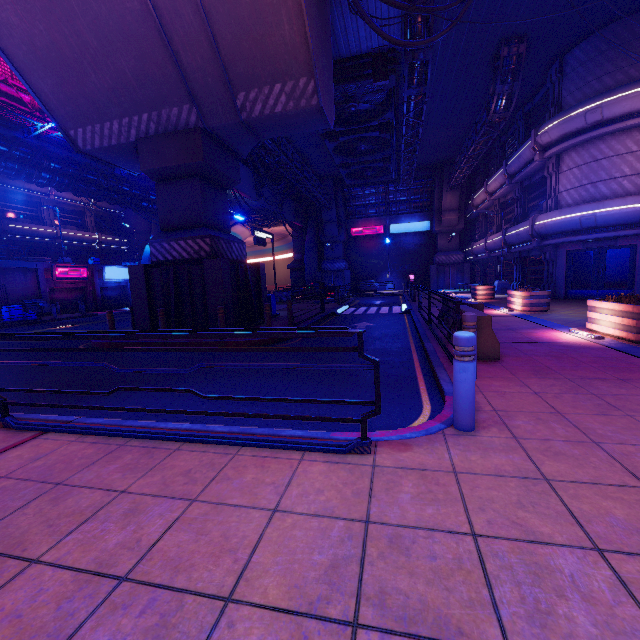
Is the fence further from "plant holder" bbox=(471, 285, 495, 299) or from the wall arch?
the wall arch

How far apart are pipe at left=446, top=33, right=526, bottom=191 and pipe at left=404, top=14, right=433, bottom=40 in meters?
3.4

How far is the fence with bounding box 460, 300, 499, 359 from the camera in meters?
6.2

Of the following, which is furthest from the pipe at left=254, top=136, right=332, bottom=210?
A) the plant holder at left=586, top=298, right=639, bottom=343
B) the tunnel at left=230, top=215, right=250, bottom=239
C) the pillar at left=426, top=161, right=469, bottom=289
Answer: the plant holder at left=586, top=298, right=639, bottom=343

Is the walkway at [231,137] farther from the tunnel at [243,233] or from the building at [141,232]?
the building at [141,232]

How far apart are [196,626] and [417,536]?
1.4m

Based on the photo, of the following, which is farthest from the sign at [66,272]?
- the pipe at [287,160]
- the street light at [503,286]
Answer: the street light at [503,286]

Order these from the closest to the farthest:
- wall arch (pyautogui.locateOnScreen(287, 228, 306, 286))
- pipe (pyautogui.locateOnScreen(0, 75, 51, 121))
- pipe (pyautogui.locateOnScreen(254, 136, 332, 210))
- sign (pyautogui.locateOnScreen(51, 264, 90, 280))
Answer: pipe (pyautogui.locateOnScreen(254, 136, 332, 210))
pipe (pyautogui.locateOnScreen(0, 75, 51, 121))
sign (pyautogui.locateOnScreen(51, 264, 90, 280))
wall arch (pyautogui.locateOnScreen(287, 228, 306, 286))
